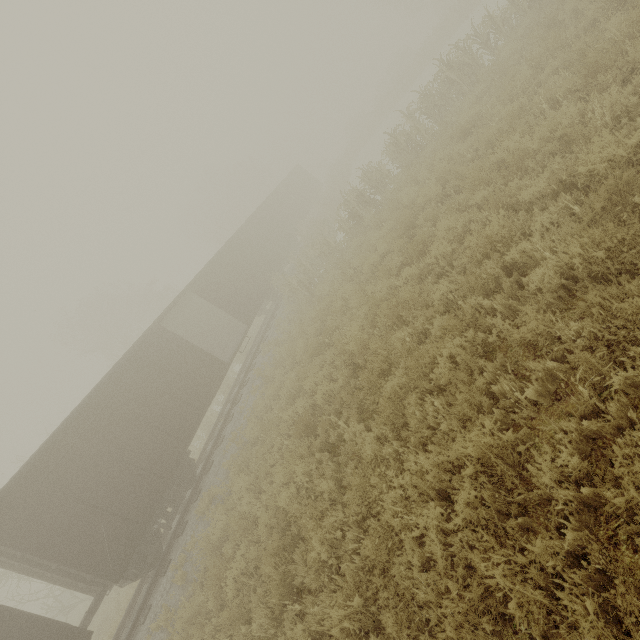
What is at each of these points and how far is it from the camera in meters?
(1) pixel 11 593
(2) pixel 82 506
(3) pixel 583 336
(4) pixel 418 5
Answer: (1) tree, 41.3 m
(2) boxcar, 8.8 m
(3) tree, 3.5 m
(4) tree, 42.4 m

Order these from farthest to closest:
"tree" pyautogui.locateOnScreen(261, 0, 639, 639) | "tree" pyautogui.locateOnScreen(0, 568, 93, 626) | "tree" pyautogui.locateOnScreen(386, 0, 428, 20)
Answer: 1. "tree" pyautogui.locateOnScreen(386, 0, 428, 20)
2. "tree" pyautogui.locateOnScreen(0, 568, 93, 626)
3. "tree" pyautogui.locateOnScreen(261, 0, 639, 639)

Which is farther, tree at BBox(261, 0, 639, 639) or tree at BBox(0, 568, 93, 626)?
tree at BBox(0, 568, 93, 626)

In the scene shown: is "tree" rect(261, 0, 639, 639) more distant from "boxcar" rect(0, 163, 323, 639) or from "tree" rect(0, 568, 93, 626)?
"tree" rect(0, 568, 93, 626)

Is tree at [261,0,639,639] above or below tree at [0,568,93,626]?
below

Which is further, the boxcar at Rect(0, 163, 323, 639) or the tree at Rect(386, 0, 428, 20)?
the tree at Rect(386, 0, 428, 20)

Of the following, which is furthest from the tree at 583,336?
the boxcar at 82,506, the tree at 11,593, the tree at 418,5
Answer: the tree at 11,593

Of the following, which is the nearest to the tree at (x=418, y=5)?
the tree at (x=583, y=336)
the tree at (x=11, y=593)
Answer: the tree at (x=583, y=336)
